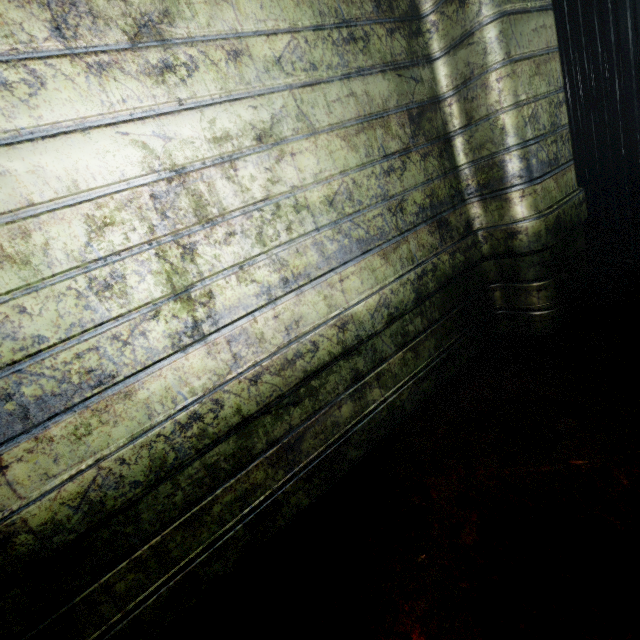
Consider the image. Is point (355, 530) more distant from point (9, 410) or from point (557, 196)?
point (557, 196)
